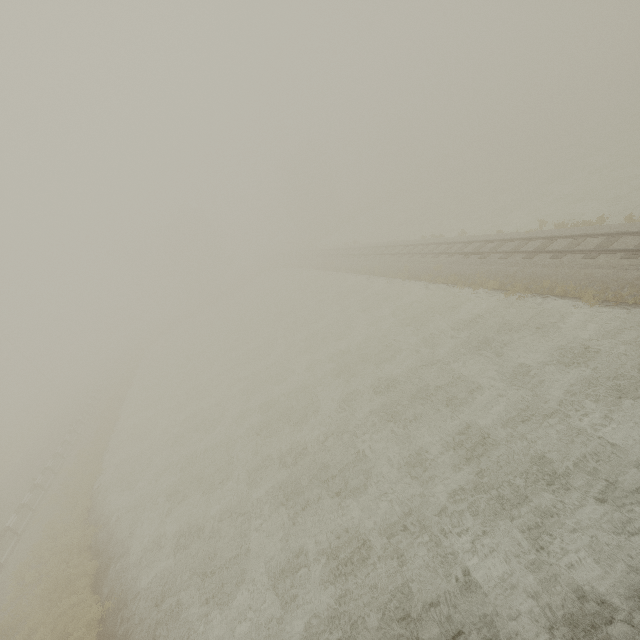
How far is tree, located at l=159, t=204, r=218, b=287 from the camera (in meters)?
56.47

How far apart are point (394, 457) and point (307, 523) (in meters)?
3.71

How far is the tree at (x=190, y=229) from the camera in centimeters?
5647cm
